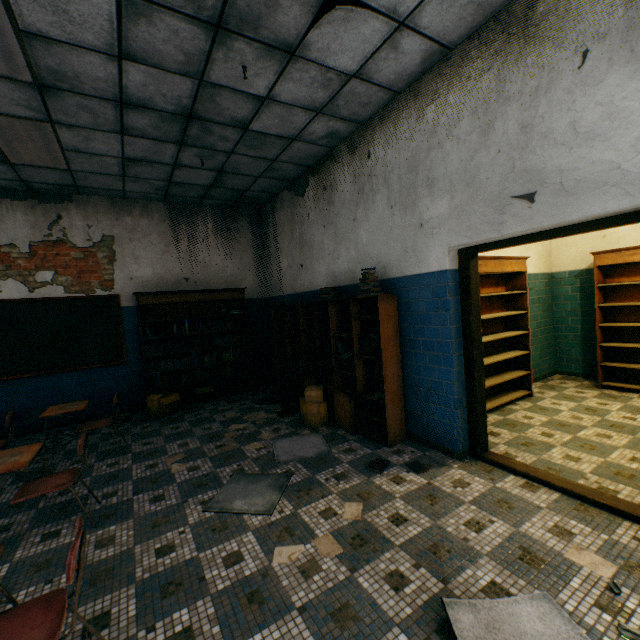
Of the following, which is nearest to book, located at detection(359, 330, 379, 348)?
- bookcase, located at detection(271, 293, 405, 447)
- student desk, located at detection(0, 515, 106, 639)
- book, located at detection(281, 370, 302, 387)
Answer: bookcase, located at detection(271, 293, 405, 447)

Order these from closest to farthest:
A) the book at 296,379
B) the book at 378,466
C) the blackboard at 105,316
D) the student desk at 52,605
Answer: the student desk at 52,605 < the book at 378,466 < the blackboard at 105,316 < the book at 296,379

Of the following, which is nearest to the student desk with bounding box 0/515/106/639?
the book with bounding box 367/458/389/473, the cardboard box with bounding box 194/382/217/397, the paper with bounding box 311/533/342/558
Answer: the paper with bounding box 311/533/342/558

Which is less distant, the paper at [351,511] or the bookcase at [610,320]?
the paper at [351,511]

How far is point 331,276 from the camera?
5.1m

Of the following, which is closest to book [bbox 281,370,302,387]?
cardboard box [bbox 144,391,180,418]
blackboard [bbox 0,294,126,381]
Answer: cardboard box [bbox 144,391,180,418]

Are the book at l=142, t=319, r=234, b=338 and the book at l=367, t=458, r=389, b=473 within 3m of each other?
no

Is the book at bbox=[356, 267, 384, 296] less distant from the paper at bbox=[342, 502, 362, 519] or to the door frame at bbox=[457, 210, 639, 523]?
the door frame at bbox=[457, 210, 639, 523]
